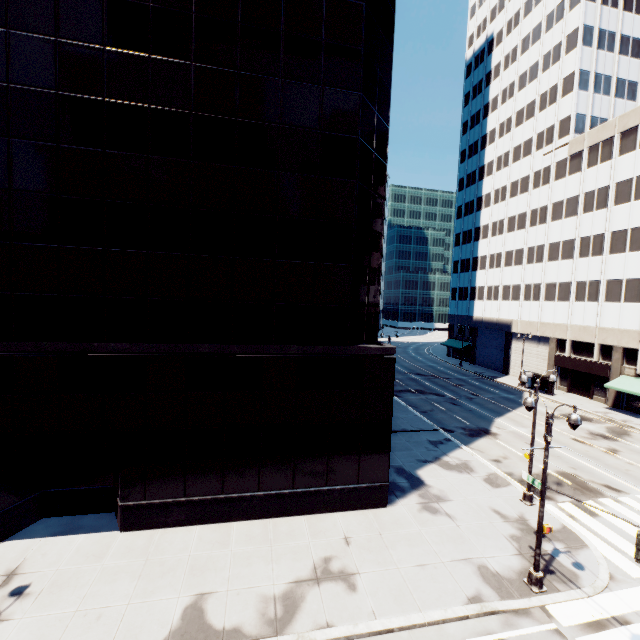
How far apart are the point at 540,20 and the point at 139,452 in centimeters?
7231cm

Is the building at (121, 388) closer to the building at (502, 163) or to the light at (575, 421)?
the light at (575, 421)

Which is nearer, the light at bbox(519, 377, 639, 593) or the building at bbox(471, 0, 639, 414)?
the light at bbox(519, 377, 639, 593)

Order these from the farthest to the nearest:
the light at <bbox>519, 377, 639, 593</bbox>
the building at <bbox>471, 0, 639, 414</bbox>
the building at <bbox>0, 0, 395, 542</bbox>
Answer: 1. the building at <bbox>471, 0, 639, 414</bbox>
2. the building at <bbox>0, 0, 395, 542</bbox>
3. the light at <bbox>519, 377, 639, 593</bbox>

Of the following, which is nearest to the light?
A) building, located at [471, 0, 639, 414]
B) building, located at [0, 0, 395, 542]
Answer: building, located at [0, 0, 395, 542]

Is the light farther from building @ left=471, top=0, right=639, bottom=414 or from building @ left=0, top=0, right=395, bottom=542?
building @ left=471, top=0, right=639, bottom=414

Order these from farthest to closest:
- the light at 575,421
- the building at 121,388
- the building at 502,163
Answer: the building at 502,163, the building at 121,388, the light at 575,421
